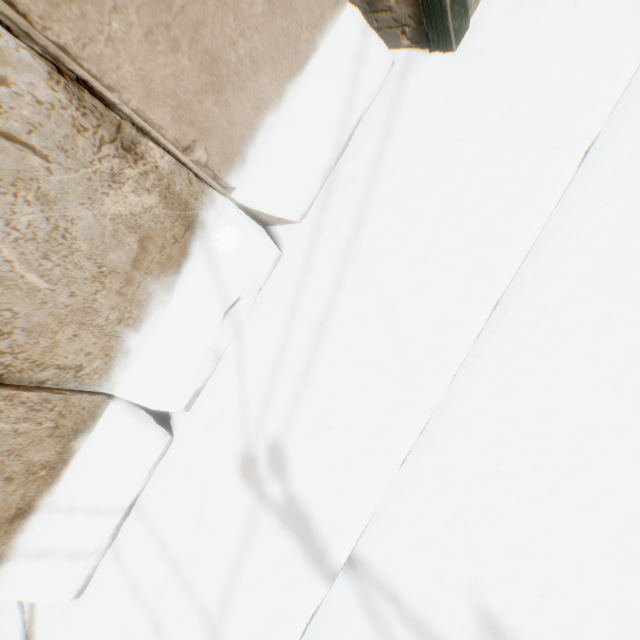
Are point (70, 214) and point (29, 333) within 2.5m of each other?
yes
